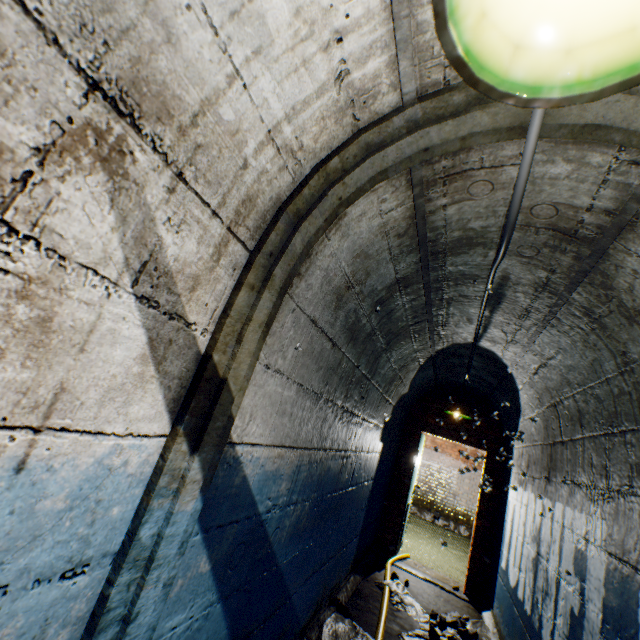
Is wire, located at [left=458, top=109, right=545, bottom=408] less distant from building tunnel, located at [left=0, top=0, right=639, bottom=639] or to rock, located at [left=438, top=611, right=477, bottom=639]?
building tunnel, located at [left=0, top=0, right=639, bottom=639]

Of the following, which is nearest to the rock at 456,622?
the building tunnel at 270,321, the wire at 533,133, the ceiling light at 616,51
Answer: the building tunnel at 270,321

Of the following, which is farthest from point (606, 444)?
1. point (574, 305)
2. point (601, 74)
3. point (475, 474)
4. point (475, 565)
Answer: point (475, 474)

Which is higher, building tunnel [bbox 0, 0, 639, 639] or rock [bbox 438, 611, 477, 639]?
building tunnel [bbox 0, 0, 639, 639]

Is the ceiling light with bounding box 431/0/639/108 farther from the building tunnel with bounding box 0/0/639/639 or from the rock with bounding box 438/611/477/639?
the rock with bounding box 438/611/477/639

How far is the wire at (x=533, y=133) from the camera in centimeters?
99cm

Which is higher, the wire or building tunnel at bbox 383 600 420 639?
the wire
